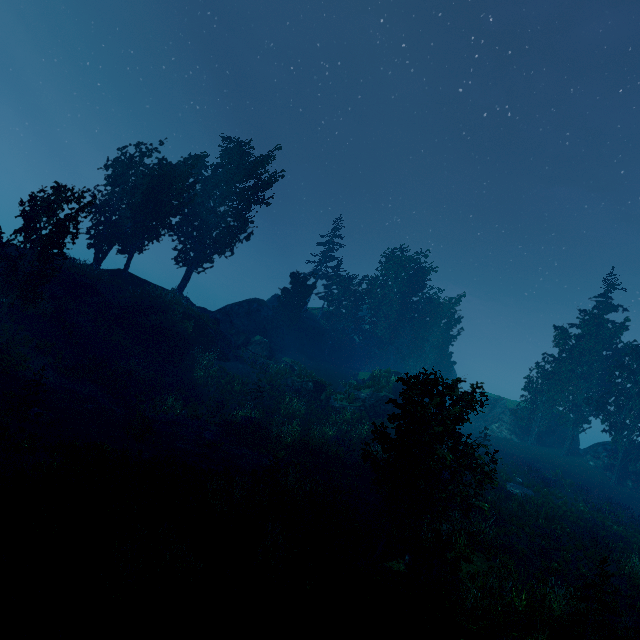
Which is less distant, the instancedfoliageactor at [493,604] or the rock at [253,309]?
the instancedfoliageactor at [493,604]

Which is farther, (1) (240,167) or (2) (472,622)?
(1) (240,167)

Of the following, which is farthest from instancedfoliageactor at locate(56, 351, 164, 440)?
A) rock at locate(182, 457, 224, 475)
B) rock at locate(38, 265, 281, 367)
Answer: rock at locate(182, 457, 224, 475)

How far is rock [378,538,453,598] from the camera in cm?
997

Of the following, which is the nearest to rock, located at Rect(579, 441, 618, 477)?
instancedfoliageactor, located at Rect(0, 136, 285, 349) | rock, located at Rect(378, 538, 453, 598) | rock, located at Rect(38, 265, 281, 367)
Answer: instancedfoliageactor, located at Rect(0, 136, 285, 349)

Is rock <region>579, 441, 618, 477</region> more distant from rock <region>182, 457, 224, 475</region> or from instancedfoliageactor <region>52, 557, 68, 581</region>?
rock <region>182, 457, 224, 475</region>

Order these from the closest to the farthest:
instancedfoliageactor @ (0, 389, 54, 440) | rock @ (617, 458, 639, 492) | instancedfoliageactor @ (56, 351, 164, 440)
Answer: instancedfoliageactor @ (0, 389, 54, 440) < instancedfoliageactor @ (56, 351, 164, 440) < rock @ (617, 458, 639, 492)

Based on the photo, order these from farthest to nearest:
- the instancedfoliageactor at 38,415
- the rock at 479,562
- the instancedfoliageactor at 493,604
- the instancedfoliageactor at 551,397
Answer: the instancedfoliageactor at 551,397, the instancedfoliageactor at 38,415, the rock at 479,562, the instancedfoliageactor at 493,604
